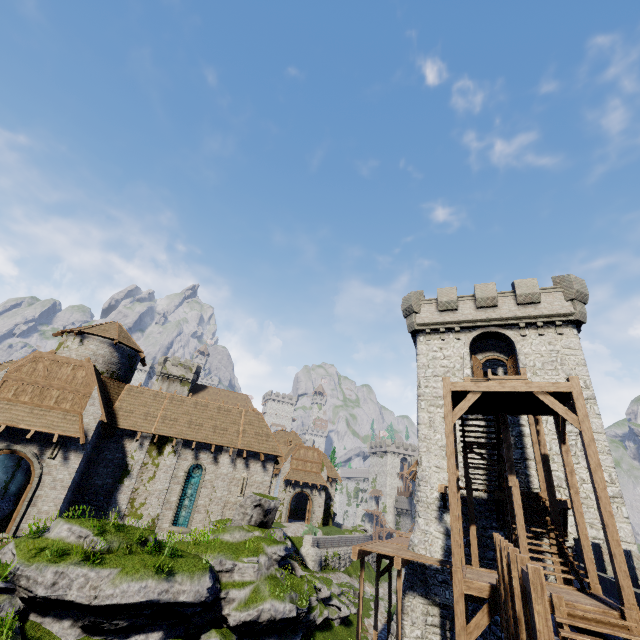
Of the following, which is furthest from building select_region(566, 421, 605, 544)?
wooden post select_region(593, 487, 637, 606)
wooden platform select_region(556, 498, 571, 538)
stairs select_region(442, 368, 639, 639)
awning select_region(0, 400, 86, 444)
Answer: awning select_region(0, 400, 86, 444)

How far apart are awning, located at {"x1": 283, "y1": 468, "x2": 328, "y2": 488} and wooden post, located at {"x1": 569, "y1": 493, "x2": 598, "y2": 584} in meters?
34.4 m

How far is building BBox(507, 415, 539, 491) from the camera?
17.52m

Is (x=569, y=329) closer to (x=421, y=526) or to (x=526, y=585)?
(x=421, y=526)

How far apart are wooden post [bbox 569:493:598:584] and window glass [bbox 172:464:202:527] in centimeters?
2111cm

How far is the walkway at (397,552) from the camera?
15.4m

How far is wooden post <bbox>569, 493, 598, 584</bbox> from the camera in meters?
10.3 m

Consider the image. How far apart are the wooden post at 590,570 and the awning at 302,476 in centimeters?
3442cm
